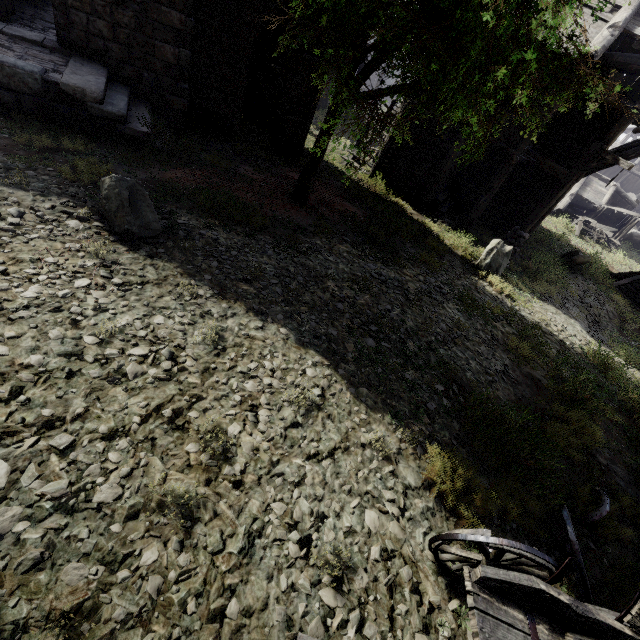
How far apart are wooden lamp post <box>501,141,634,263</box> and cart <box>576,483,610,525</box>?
9.26m

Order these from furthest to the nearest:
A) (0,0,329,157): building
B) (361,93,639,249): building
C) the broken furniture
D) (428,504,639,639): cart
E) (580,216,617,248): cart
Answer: (580,216,617,248): cart, (361,93,639,249): building, the broken furniture, (0,0,329,157): building, (428,504,639,639): cart

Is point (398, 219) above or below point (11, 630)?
below

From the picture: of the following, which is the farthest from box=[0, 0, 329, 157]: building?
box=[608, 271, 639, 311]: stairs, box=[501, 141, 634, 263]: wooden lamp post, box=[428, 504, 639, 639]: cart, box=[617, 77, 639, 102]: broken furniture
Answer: box=[608, 271, 639, 311]: stairs

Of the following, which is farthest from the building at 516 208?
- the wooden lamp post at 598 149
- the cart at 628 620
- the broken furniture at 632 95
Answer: the cart at 628 620

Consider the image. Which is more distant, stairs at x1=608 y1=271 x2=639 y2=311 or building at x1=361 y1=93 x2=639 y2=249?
stairs at x1=608 y1=271 x2=639 y2=311

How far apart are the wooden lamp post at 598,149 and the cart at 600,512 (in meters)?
9.26

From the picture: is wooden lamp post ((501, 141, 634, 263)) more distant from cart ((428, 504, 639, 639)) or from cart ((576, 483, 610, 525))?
cart ((428, 504, 639, 639))
